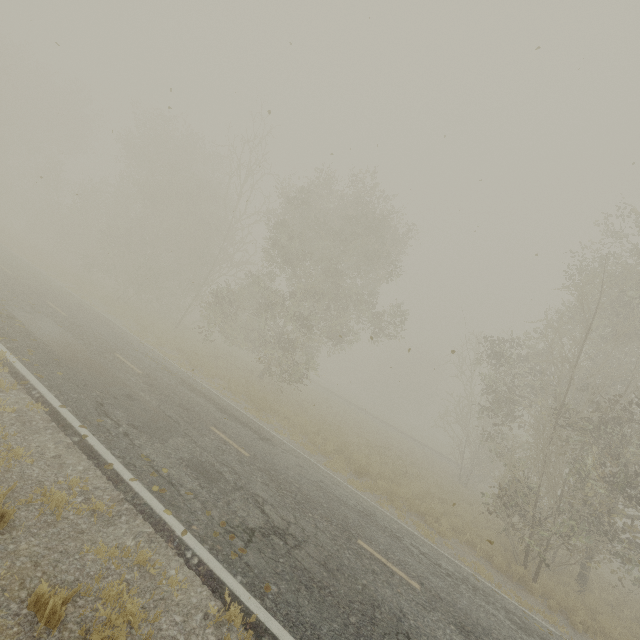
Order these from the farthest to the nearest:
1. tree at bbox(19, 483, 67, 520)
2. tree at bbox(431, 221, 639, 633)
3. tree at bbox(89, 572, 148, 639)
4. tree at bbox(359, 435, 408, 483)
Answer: tree at bbox(359, 435, 408, 483) < tree at bbox(431, 221, 639, 633) < tree at bbox(19, 483, 67, 520) < tree at bbox(89, 572, 148, 639)

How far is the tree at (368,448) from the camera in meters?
15.5 m

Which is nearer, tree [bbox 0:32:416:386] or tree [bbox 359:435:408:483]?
tree [bbox 359:435:408:483]

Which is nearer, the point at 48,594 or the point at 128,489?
the point at 48,594

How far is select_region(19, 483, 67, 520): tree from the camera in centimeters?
433cm
